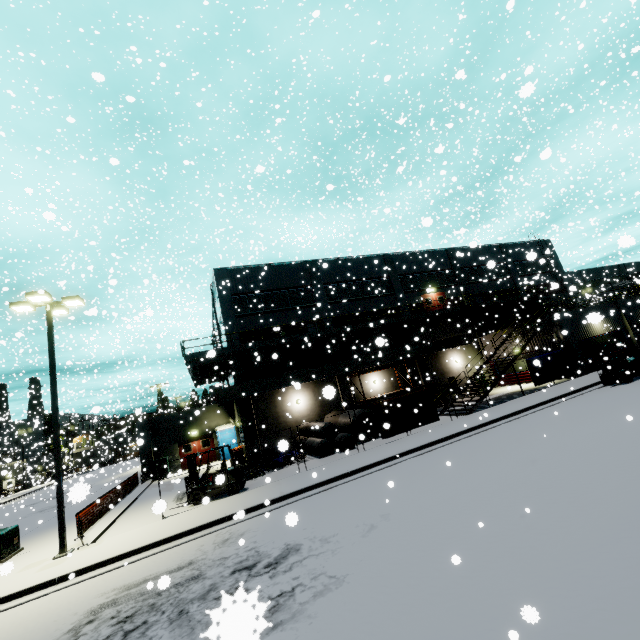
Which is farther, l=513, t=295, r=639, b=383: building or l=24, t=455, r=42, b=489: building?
Answer: l=24, t=455, r=42, b=489: building

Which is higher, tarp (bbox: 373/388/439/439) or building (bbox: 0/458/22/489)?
building (bbox: 0/458/22/489)

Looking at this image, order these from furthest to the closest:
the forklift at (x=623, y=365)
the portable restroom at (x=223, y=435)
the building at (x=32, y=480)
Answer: the building at (x=32, y=480) < the portable restroom at (x=223, y=435) < the forklift at (x=623, y=365)

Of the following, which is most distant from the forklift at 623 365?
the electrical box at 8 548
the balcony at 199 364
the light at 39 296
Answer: the electrical box at 8 548

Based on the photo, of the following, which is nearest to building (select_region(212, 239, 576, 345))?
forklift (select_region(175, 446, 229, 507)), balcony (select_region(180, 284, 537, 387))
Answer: balcony (select_region(180, 284, 537, 387))

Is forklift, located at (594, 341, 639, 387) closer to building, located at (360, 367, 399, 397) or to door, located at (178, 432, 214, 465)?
building, located at (360, 367, 399, 397)

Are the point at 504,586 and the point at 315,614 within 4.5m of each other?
yes

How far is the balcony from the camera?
21.09m
